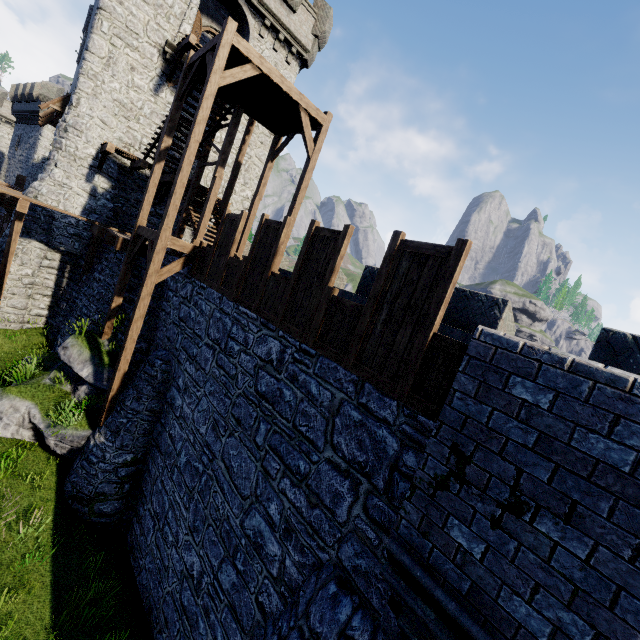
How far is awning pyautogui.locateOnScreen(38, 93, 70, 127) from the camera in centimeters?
1542cm

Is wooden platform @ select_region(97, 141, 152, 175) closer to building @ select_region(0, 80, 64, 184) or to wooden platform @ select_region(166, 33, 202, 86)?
wooden platform @ select_region(166, 33, 202, 86)

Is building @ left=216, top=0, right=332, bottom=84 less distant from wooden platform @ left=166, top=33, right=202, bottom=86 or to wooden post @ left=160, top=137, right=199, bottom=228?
wooden platform @ left=166, top=33, right=202, bottom=86

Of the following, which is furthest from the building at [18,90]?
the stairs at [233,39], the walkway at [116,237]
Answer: the stairs at [233,39]

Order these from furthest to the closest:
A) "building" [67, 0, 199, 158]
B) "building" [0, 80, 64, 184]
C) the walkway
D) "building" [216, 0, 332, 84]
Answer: "building" [0, 80, 64, 184] → "building" [216, 0, 332, 84] → "building" [67, 0, 199, 158] → the walkway

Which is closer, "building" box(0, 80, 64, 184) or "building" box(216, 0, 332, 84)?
"building" box(216, 0, 332, 84)

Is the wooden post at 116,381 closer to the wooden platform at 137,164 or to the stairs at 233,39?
the stairs at 233,39

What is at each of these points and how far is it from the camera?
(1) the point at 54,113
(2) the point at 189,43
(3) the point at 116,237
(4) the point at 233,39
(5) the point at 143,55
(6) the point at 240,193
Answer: (1) awning, 16.7 meters
(2) wooden platform, 14.4 meters
(3) walkway, 13.4 meters
(4) stairs, 8.7 meters
(5) building, 15.4 meters
(6) building, 20.4 meters
